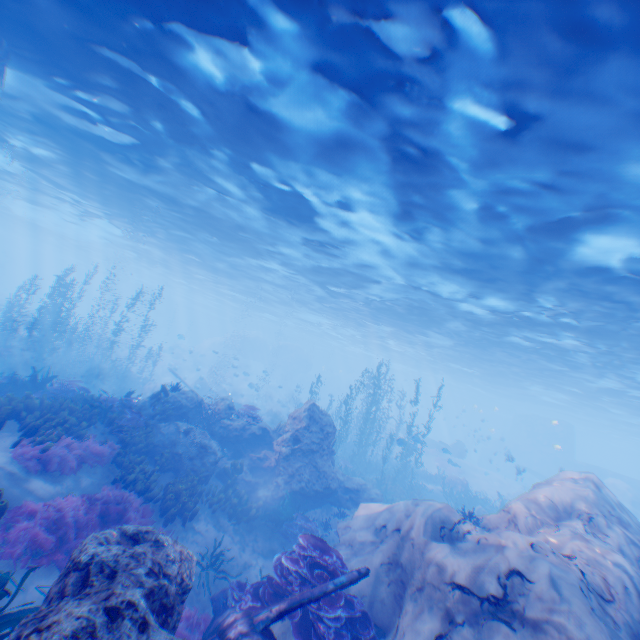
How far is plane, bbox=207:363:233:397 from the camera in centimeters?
3027cm

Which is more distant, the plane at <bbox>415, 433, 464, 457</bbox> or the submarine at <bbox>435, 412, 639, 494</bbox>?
the submarine at <bbox>435, 412, 639, 494</bbox>

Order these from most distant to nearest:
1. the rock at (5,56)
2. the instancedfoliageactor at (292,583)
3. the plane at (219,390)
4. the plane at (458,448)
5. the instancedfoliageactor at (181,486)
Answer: the plane at (219,390), the plane at (458,448), the rock at (5,56), the instancedfoliageactor at (181,486), the instancedfoliageactor at (292,583)

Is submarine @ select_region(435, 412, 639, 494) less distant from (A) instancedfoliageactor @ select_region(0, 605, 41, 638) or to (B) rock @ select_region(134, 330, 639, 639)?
(B) rock @ select_region(134, 330, 639, 639)

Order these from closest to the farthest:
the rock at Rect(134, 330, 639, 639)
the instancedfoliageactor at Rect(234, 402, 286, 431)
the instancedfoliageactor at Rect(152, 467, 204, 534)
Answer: the rock at Rect(134, 330, 639, 639) < the instancedfoliageactor at Rect(152, 467, 204, 534) < the instancedfoliageactor at Rect(234, 402, 286, 431)

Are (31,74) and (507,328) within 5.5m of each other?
no

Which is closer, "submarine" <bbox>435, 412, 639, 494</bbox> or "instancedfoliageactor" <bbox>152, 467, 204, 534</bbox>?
"instancedfoliageactor" <bbox>152, 467, 204, 534</bbox>

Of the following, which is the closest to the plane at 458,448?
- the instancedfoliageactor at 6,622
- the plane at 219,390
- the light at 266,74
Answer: the light at 266,74
